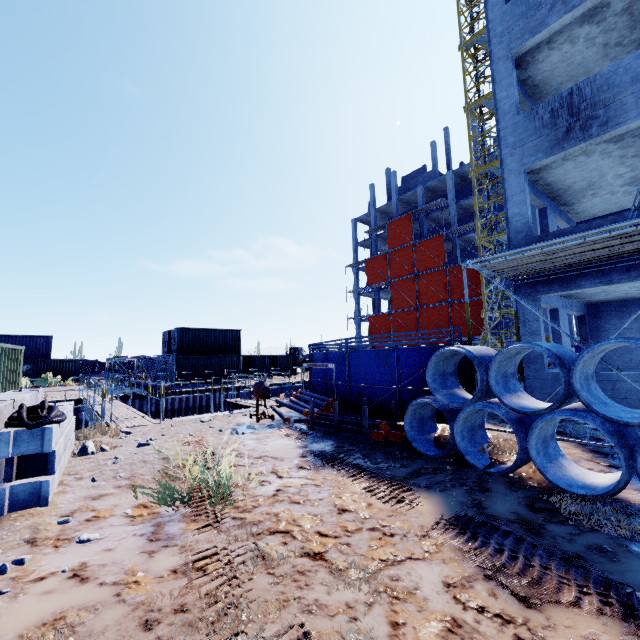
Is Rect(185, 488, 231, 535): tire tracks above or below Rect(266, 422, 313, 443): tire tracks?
below

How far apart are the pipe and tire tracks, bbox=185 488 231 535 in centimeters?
272cm

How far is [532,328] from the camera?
9.47m

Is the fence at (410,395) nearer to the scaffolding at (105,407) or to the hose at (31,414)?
the scaffolding at (105,407)

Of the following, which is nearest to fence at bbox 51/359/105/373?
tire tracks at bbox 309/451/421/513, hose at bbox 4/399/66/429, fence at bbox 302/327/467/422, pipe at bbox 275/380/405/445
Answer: fence at bbox 302/327/467/422

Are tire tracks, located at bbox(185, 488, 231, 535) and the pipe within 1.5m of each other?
no

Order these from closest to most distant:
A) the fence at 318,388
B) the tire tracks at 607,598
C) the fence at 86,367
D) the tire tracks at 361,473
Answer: the tire tracks at 607,598, the tire tracks at 361,473, the fence at 318,388, the fence at 86,367

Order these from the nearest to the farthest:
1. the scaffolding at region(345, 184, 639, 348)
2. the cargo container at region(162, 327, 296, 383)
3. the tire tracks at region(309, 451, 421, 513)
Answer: the tire tracks at region(309, 451, 421, 513) < the scaffolding at region(345, 184, 639, 348) < the cargo container at region(162, 327, 296, 383)
